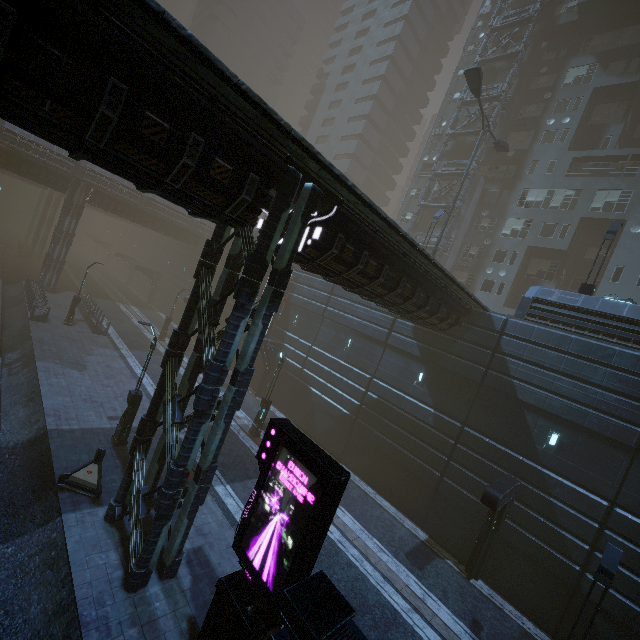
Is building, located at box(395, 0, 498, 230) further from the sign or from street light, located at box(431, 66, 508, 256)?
street light, located at box(431, 66, 508, 256)

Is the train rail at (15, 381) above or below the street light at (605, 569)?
below

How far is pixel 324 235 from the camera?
9.0m

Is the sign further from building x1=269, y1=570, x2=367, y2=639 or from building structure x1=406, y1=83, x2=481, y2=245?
building structure x1=406, y1=83, x2=481, y2=245

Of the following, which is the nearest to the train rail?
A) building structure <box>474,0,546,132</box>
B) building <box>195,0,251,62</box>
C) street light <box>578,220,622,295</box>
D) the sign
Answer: the sign

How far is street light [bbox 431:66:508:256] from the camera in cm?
1986

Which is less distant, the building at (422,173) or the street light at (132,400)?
the street light at (132,400)

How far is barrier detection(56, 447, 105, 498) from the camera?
11.1 meters
